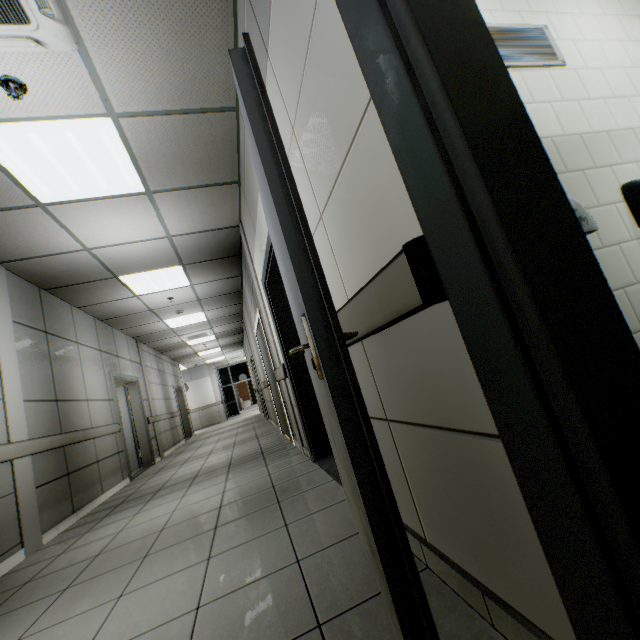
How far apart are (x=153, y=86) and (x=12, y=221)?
2.2m

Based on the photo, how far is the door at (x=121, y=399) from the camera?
6.41m

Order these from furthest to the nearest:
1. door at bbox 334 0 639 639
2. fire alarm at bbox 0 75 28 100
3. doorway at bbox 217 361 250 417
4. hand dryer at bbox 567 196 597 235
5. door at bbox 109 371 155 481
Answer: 1. doorway at bbox 217 361 250 417
2. door at bbox 109 371 155 481
3. fire alarm at bbox 0 75 28 100
4. hand dryer at bbox 567 196 597 235
5. door at bbox 334 0 639 639

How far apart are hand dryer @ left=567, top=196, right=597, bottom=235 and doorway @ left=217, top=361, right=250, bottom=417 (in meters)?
20.99

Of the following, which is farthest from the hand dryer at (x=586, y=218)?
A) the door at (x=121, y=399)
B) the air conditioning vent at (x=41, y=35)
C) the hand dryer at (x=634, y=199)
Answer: the door at (x=121, y=399)

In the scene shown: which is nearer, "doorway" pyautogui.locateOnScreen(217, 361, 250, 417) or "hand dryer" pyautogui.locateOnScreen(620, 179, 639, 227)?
"hand dryer" pyautogui.locateOnScreen(620, 179, 639, 227)

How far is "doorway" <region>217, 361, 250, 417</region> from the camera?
20.81m

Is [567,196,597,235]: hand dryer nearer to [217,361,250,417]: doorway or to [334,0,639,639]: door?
[334,0,639,639]: door
